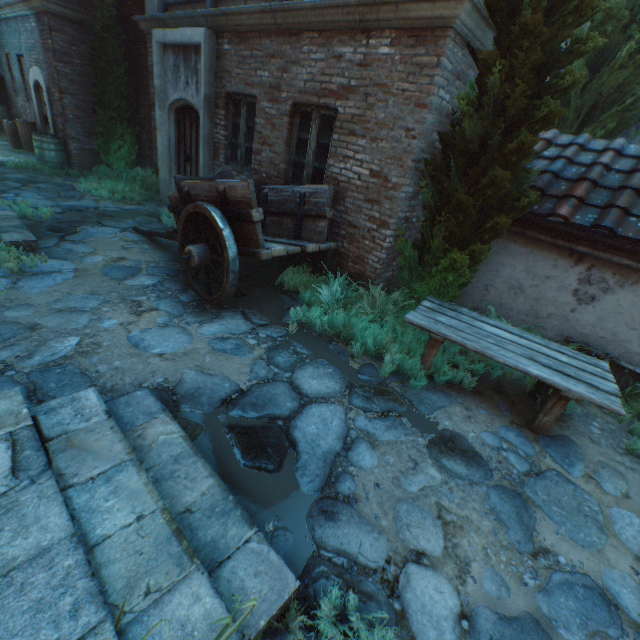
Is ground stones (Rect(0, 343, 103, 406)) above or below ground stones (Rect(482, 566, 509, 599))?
above

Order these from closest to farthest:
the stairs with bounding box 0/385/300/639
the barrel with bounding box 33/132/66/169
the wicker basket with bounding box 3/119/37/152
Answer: the stairs with bounding box 0/385/300/639
the barrel with bounding box 33/132/66/169
the wicker basket with bounding box 3/119/37/152

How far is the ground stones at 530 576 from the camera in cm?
223

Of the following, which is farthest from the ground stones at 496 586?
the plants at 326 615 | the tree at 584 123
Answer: the tree at 584 123

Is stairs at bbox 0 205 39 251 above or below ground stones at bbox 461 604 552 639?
above

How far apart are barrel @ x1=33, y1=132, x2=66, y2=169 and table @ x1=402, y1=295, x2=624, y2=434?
11.1 meters

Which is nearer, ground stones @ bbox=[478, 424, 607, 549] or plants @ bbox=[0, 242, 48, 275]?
ground stones @ bbox=[478, 424, 607, 549]

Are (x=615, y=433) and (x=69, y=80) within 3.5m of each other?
no
